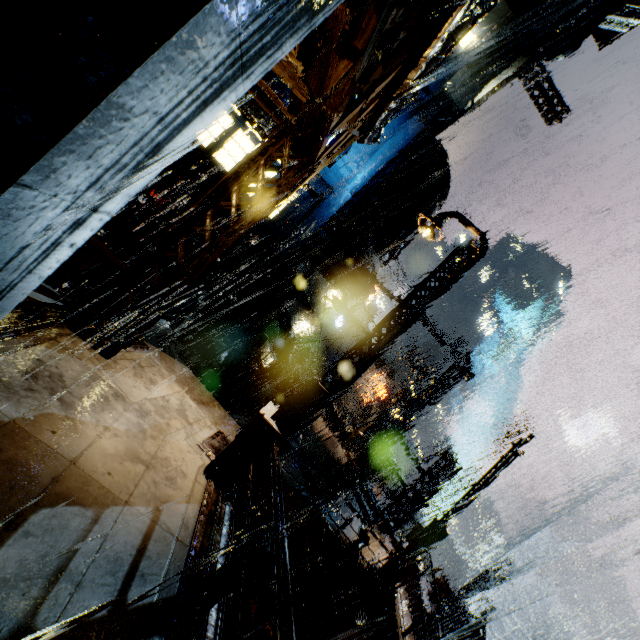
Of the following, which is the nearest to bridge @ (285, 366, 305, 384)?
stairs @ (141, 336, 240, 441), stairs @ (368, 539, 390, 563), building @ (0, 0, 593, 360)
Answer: building @ (0, 0, 593, 360)

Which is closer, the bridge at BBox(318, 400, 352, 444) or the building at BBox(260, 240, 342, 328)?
the building at BBox(260, 240, 342, 328)

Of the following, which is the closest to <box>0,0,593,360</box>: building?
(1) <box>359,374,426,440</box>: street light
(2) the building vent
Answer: (2) the building vent

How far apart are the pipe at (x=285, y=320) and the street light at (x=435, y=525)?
11.7m

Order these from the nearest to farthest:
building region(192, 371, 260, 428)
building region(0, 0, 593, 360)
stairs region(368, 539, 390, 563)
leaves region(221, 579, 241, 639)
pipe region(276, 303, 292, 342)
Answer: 1. building region(0, 0, 593, 360)
2. leaves region(221, 579, 241, 639)
3. building region(192, 371, 260, 428)
4. stairs region(368, 539, 390, 563)
5. pipe region(276, 303, 292, 342)

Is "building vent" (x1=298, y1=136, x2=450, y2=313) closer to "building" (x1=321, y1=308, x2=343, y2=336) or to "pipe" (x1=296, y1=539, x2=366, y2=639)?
"building" (x1=321, y1=308, x2=343, y2=336)

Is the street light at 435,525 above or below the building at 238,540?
above

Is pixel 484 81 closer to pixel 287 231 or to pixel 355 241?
pixel 355 241
